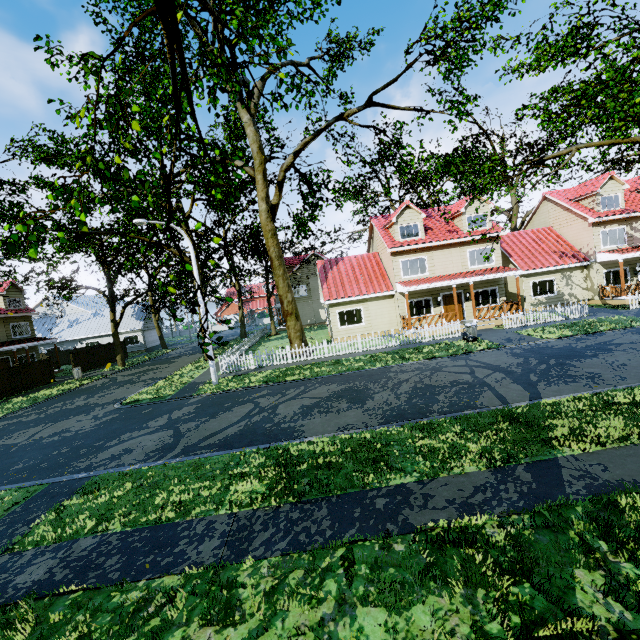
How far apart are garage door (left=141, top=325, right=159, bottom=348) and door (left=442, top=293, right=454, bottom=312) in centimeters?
3707cm

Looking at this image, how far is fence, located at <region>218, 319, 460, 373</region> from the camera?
19.8 meters

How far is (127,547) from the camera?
5.5m

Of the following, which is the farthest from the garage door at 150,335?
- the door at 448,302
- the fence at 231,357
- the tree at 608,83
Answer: the door at 448,302

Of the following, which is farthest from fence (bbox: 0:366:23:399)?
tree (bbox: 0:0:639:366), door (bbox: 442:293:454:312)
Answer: door (bbox: 442:293:454:312)

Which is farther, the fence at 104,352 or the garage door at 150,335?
the garage door at 150,335

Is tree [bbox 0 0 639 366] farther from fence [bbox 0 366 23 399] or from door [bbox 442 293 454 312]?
door [bbox 442 293 454 312]

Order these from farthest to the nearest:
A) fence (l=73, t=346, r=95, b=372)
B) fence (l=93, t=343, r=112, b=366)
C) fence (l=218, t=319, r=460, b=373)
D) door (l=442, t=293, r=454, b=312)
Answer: fence (l=93, t=343, r=112, b=366), fence (l=73, t=346, r=95, b=372), door (l=442, t=293, r=454, b=312), fence (l=218, t=319, r=460, b=373)
